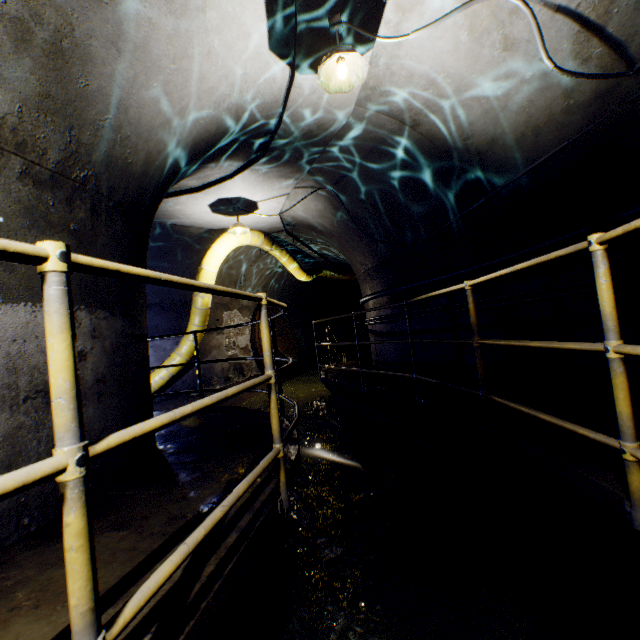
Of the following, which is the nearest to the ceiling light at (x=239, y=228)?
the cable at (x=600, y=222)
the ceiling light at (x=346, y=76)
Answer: the cable at (x=600, y=222)

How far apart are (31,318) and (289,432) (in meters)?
1.81

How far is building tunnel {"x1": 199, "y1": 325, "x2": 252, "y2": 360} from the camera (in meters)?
9.20

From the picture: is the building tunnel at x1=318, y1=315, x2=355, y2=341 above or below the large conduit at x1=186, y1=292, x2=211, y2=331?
below

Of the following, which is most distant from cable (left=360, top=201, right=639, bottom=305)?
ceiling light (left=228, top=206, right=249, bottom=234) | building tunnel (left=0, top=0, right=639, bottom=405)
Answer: ceiling light (left=228, top=206, right=249, bottom=234)

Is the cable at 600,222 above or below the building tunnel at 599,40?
below

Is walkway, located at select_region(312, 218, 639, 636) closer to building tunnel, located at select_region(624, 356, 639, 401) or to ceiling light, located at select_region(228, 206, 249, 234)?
building tunnel, located at select_region(624, 356, 639, 401)
